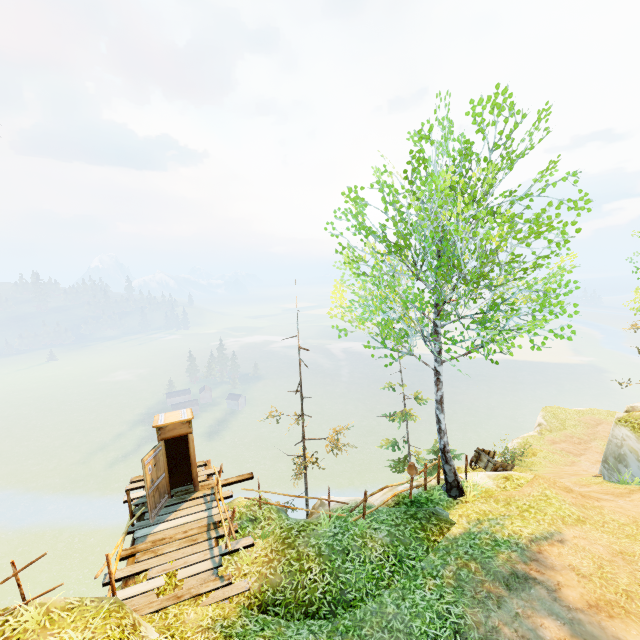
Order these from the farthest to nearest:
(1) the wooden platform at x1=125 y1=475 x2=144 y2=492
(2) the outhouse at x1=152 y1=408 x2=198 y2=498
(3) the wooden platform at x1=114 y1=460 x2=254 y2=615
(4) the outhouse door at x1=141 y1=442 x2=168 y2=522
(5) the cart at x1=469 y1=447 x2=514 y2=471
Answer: (5) the cart at x1=469 y1=447 x2=514 y2=471 < (1) the wooden platform at x1=125 y1=475 x2=144 y2=492 < (2) the outhouse at x1=152 y1=408 x2=198 y2=498 < (4) the outhouse door at x1=141 y1=442 x2=168 y2=522 < (3) the wooden platform at x1=114 y1=460 x2=254 y2=615

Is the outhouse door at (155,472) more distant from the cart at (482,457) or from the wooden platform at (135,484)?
the cart at (482,457)

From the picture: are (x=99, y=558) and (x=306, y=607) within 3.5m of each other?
no

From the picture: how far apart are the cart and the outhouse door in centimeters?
1388cm

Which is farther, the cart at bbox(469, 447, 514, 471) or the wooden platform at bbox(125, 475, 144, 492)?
the cart at bbox(469, 447, 514, 471)

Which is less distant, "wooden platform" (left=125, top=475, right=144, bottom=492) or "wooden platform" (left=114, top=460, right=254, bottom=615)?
"wooden platform" (left=114, top=460, right=254, bottom=615)

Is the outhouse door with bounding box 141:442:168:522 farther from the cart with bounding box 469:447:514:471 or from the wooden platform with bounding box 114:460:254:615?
the cart with bounding box 469:447:514:471

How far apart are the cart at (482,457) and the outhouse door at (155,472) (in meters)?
→ 13.88
